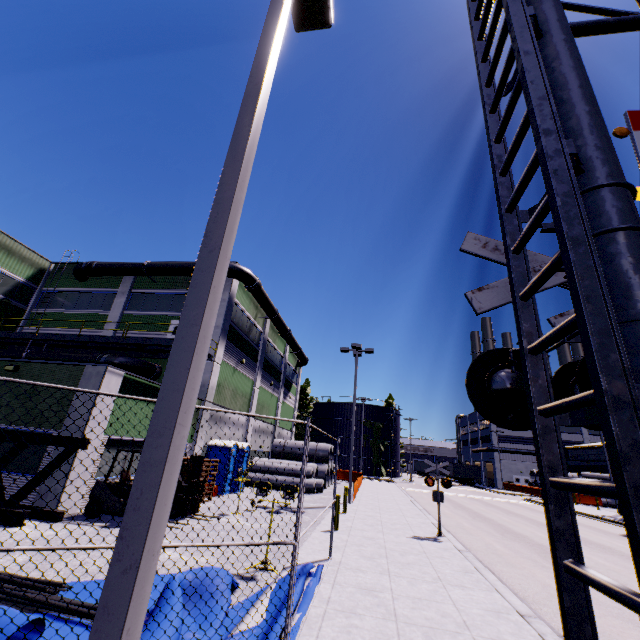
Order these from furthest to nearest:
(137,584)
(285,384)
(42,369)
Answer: (285,384) → (42,369) → (137,584)

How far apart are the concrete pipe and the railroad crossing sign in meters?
11.8

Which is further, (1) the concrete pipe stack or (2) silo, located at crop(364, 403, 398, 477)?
(2) silo, located at crop(364, 403, 398, 477)

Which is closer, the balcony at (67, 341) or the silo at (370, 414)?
the balcony at (67, 341)

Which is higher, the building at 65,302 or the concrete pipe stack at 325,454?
the building at 65,302

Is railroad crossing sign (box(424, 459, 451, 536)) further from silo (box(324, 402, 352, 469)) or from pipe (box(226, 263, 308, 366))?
silo (box(324, 402, 352, 469))

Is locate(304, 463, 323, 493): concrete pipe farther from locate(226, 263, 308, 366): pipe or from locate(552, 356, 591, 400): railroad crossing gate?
locate(552, 356, 591, 400): railroad crossing gate

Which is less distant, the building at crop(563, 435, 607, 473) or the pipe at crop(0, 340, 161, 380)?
the pipe at crop(0, 340, 161, 380)
